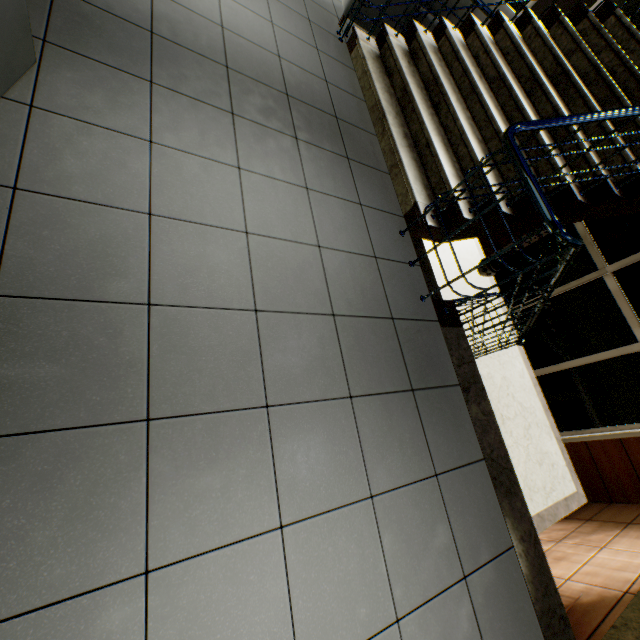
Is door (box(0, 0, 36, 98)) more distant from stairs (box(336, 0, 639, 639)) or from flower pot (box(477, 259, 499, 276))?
flower pot (box(477, 259, 499, 276))

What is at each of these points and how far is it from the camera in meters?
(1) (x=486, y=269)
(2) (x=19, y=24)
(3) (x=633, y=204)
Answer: (1) flower pot, 6.7
(2) door, 1.4
(3) stairs, 3.0

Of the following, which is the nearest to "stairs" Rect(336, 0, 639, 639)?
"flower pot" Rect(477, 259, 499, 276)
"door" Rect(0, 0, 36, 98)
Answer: "flower pot" Rect(477, 259, 499, 276)

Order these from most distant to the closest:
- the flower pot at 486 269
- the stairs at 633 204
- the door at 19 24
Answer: the flower pot at 486 269 < the stairs at 633 204 < the door at 19 24

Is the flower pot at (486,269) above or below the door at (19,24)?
below

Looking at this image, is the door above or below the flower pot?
above
